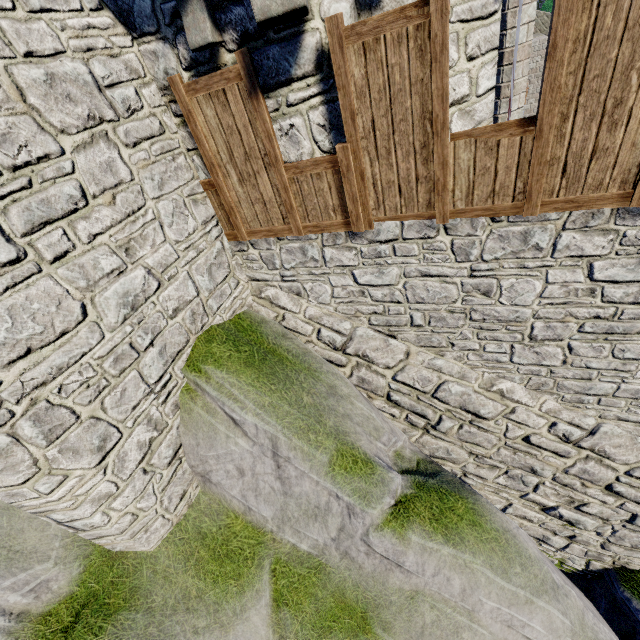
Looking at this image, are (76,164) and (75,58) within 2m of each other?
yes
